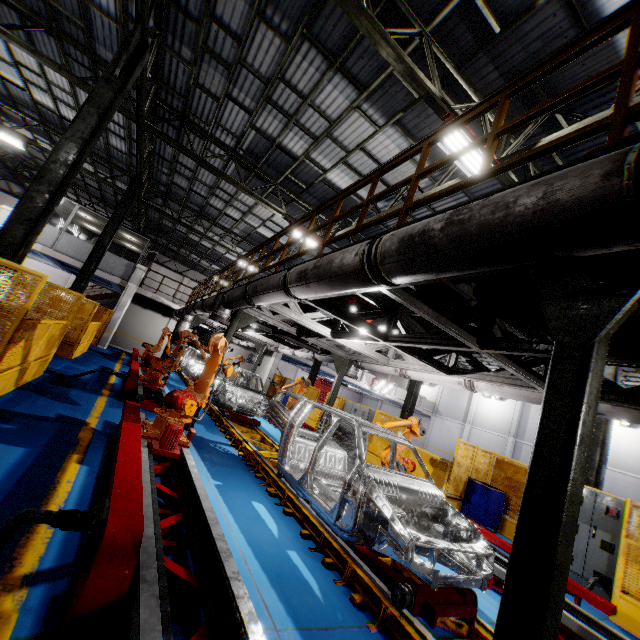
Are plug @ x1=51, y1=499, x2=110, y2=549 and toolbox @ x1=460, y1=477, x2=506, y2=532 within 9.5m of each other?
no

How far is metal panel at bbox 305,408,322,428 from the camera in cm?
1675

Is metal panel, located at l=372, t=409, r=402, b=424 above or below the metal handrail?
below

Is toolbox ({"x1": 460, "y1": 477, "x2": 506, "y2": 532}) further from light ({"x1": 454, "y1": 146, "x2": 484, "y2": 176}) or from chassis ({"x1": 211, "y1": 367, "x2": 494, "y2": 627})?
light ({"x1": 454, "y1": 146, "x2": 484, "y2": 176})

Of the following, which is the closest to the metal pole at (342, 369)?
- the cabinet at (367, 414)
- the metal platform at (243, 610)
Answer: the metal platform at (243, 610)

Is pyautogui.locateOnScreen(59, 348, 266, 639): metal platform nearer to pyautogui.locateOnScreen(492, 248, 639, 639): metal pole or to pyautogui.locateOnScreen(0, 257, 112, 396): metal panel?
pyautogui.locateOnScreen(492, 248, 639, 639): metal pole

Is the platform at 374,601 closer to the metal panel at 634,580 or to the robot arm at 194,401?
the robot arm at 194,401

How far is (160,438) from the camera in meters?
5.1
